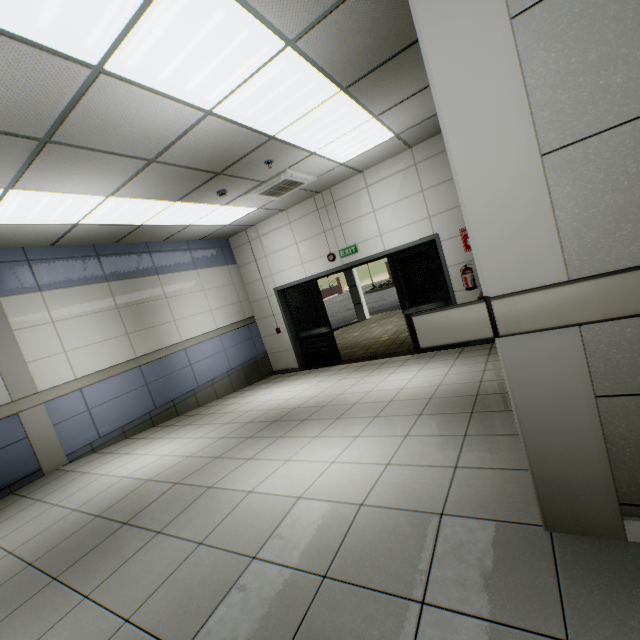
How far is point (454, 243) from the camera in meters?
6.0

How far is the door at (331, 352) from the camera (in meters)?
6.43

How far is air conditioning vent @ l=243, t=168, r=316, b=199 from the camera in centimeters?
519cm

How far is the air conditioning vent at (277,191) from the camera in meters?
5.2 m

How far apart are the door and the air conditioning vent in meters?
1.9

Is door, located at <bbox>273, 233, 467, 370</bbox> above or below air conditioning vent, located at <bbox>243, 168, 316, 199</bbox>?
below

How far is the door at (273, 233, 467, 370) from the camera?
6.4 meters

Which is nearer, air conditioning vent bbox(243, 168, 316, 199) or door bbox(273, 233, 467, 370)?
air conditioning vent bbox(243, 168, 316, 199)
